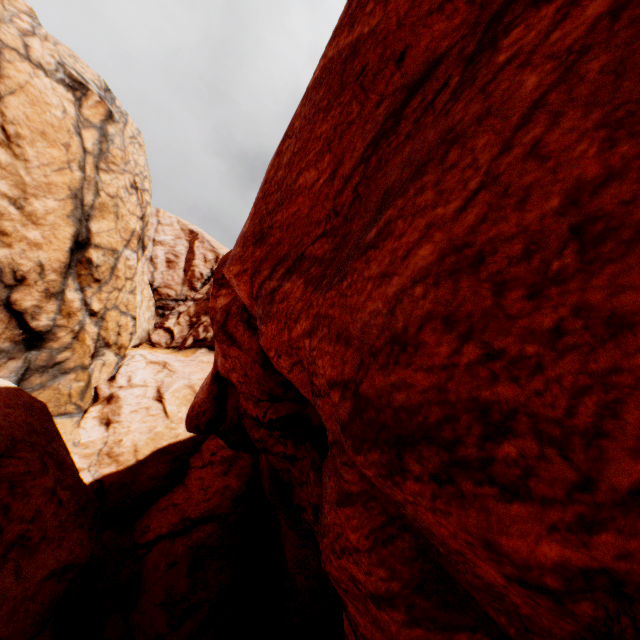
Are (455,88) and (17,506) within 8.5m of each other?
yes
